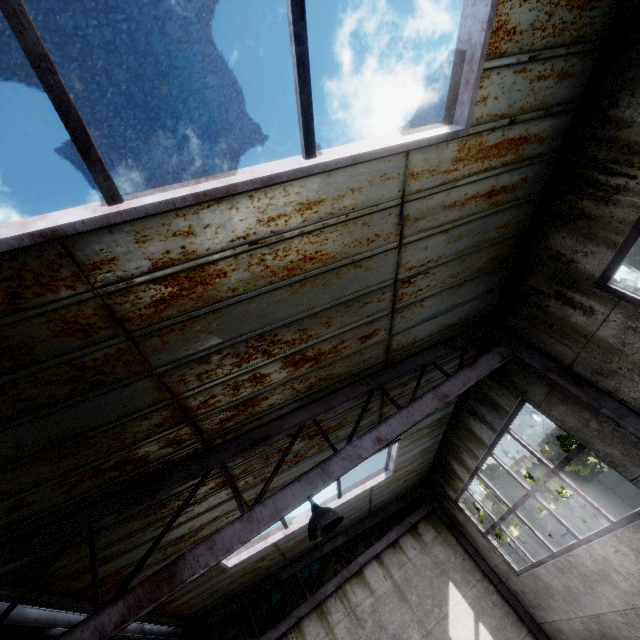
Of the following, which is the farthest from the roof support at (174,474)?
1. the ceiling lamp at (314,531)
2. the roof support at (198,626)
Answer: the roof support at (198,626)

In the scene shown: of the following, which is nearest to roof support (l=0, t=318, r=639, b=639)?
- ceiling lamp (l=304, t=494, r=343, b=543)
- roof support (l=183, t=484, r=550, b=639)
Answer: ceiling lamp (l=304, t=494, r=343, b=543)

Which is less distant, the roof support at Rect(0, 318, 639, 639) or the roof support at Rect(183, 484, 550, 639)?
the roof support at Rect(0, 318, 639, 639)

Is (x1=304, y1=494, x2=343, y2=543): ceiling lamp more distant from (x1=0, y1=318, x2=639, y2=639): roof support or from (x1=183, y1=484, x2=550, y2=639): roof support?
(x1=183, y1=484, x2=550, y2=639): roof support

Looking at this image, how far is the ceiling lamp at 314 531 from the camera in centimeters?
334cm

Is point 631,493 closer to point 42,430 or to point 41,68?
point 42,430

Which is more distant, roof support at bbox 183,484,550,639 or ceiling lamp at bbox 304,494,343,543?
roof support at bbox 183,484,550,639
